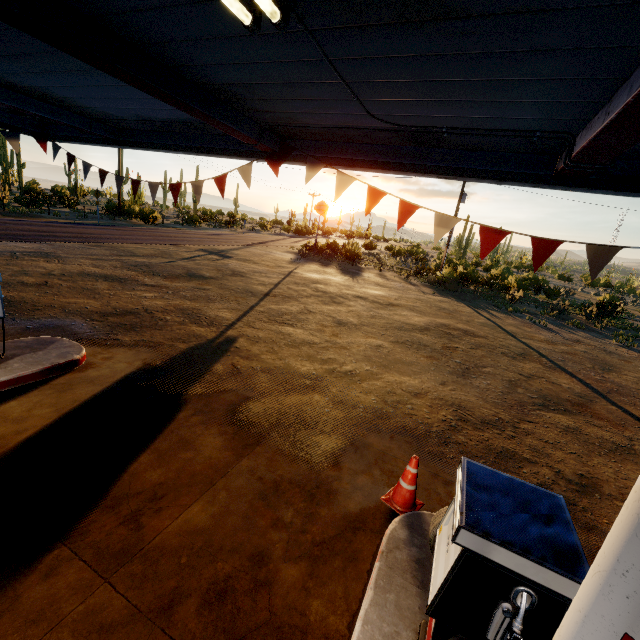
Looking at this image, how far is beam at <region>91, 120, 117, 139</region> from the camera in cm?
560

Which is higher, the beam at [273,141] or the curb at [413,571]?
the beam at [273,141]

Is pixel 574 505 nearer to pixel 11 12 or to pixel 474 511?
pixel 474 511

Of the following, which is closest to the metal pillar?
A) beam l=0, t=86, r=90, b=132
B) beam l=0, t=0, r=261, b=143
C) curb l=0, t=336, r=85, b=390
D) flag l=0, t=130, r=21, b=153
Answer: flag l=0, t=130, r=21, b=153

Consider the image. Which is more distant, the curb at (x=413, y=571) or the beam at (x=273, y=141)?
the beam at (x=273, y=141)

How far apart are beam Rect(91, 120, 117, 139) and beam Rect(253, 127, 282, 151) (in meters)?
3.26

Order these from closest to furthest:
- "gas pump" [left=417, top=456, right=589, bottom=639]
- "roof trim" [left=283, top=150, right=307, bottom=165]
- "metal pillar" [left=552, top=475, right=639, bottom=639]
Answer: "metal pillar" [left=552, top=475, right=639, bottom=639]
"gas pump" [left=417, top=456, right=589, bottom=639]
"roof trim" [left=283, top=150, right=307, bottom=165]

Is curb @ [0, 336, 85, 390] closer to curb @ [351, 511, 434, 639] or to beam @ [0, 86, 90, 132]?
beam @ [0, 86, 90, 132]
